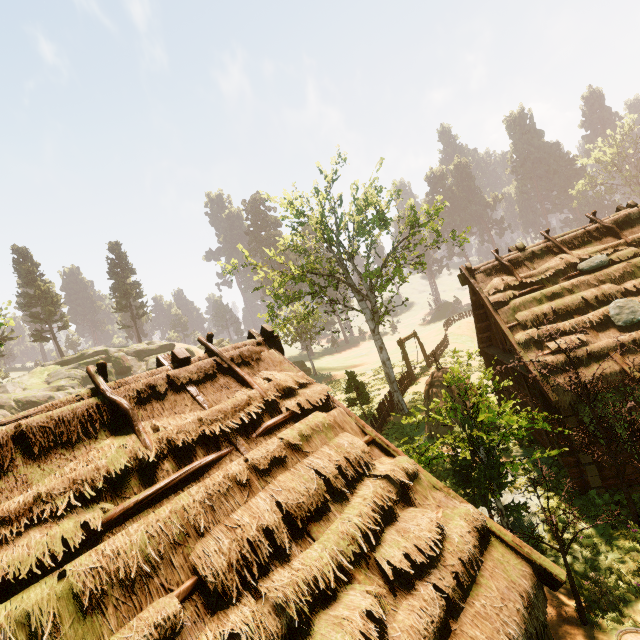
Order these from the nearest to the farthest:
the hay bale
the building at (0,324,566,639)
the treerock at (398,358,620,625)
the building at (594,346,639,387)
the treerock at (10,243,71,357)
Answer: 1. the building at (0,324,566,639)
2. the treerock at (398,358,620,625)
3. the building at (594,346,639,387)
4. the hay bale
5. the treerock at (10,243,71,357)

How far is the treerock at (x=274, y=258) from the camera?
16.6m

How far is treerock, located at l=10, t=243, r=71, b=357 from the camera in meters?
40.8 m

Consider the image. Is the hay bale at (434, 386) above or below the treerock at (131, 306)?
below

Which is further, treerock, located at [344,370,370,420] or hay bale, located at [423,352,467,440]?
treerock, located at [344,370,370,420]

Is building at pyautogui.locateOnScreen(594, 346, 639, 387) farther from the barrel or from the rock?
the rock

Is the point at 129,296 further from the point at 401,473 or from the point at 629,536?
the point at 629,536

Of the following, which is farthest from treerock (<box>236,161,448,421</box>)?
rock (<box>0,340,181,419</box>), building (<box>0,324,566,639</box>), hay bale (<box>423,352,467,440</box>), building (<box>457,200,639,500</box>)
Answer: hay bale (<box>423,352,467,440</box>)
